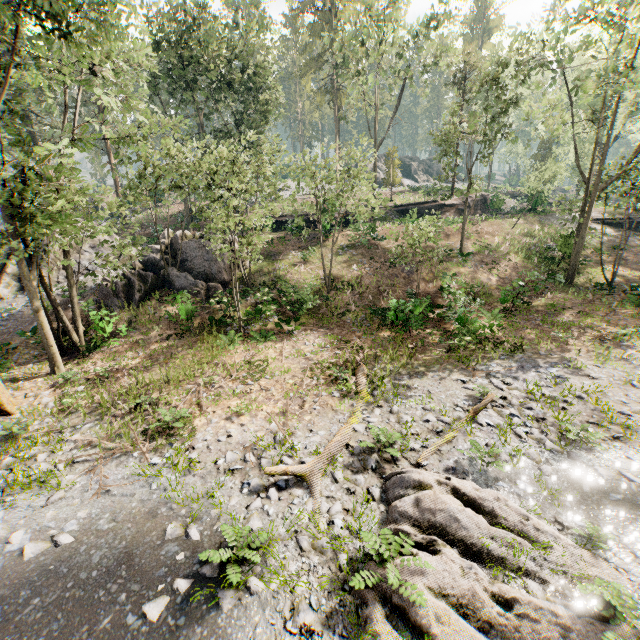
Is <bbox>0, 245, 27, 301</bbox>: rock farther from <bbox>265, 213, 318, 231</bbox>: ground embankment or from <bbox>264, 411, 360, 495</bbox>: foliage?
<bbox>264, 411, 360, 495</bbox>: foliage

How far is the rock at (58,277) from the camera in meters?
22.1 m

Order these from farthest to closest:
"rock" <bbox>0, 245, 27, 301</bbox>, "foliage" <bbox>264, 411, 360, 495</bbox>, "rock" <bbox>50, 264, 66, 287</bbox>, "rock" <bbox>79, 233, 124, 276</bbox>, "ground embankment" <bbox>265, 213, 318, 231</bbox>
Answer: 1. "ground embankment" <bbox>265, 213, 318, 231</bbox>
2. "rock" <bbox>79, 233, 124, 276</bbox>
3. "rock" <bbox>50, 264, 66, 287</bbox>
4. "rock" <bbox>0, 245, 27, 301</bbox>
5. "foliage" <bbox>264, 411, 360, 495</bbox>

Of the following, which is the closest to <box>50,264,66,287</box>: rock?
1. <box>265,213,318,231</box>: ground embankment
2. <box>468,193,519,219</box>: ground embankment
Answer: <box>265,213,318,231</box>: ground embankment

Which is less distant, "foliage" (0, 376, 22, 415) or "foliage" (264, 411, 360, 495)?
"foliage" (264, 411, 360, 495)

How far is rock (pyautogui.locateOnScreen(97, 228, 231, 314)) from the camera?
20.1m

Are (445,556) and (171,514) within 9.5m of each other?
yes
